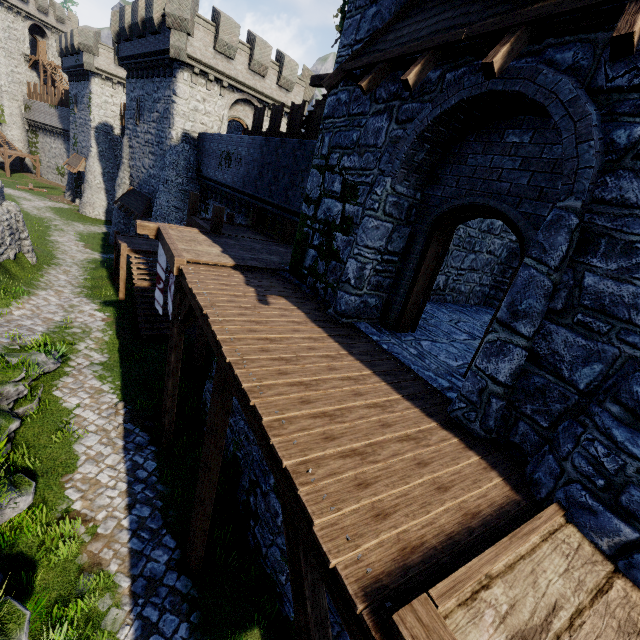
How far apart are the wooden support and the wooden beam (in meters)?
7.46

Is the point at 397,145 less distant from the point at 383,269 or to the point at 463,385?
the point at 383,269

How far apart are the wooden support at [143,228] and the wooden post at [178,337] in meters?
3.2 m

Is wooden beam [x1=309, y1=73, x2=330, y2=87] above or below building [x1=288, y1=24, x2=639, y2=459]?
above

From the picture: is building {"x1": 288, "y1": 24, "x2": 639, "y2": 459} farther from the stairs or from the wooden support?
the stairs

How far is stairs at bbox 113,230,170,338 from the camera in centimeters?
1566cm

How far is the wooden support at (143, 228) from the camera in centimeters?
1012cm

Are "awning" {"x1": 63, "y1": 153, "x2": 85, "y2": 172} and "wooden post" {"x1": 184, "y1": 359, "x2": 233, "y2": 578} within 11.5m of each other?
no
